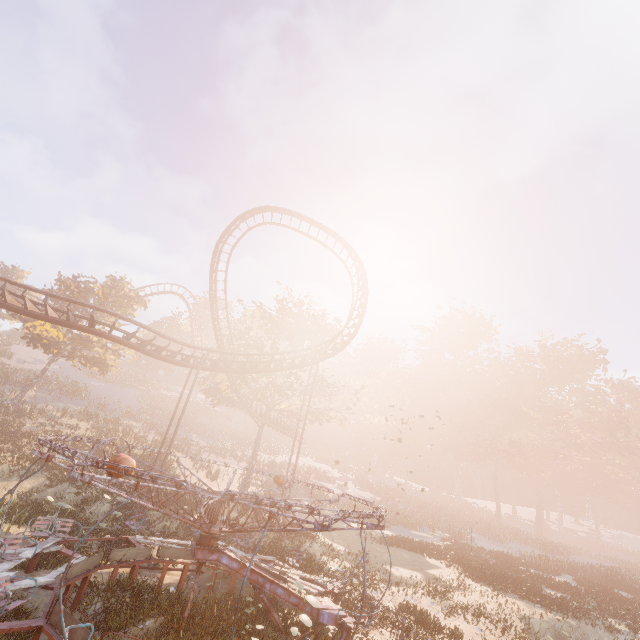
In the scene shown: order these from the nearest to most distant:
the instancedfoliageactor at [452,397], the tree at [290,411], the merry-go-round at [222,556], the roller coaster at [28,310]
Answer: the merry-go-round at [222,556]
the roller coaster at [28,310]
the instancedfoliageactor at [452,397]
the tree at [290,411]

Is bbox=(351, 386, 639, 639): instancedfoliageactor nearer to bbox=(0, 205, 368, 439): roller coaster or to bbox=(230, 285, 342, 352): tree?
bbox=(230, 285, 342, 352): tree

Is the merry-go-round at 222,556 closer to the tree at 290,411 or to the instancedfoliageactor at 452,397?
the instancedfoliageactor at 452,397

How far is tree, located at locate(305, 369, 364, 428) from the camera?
30.3m

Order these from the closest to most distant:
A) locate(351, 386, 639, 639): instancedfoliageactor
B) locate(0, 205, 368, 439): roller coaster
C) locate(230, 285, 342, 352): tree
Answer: locate(0, 205, 368, 439): roller coaster, locate(351, 386, 639, 639): instancedfoliageactor, locate(230, 285, 342, 352): tree

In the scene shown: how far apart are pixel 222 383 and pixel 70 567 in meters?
21.4 m

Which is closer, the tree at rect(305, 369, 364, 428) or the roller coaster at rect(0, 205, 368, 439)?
the roller coaster at rect(0, 205, 368, 439)

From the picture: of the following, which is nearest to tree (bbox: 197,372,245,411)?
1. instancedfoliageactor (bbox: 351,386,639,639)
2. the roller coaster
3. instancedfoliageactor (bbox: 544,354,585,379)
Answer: the roller coaster
